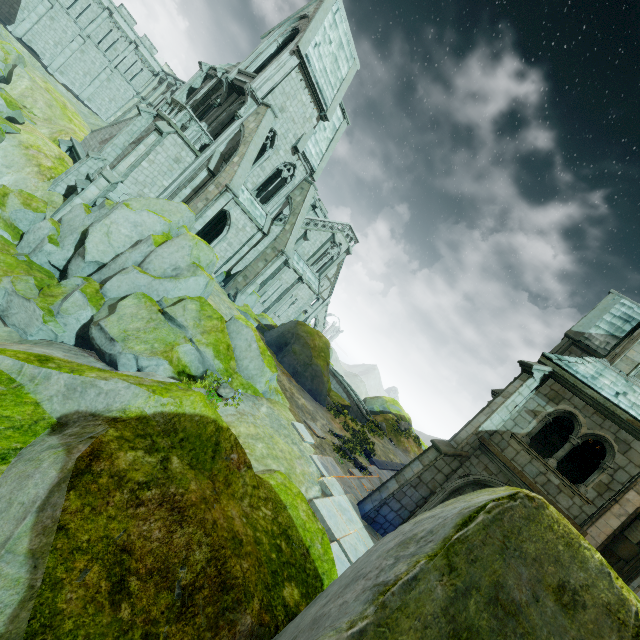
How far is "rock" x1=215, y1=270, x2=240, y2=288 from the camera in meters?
26.8 m

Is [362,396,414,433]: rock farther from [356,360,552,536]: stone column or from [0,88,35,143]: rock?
[0,88,35,143]: rock

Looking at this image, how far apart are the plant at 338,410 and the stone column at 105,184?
20.3m

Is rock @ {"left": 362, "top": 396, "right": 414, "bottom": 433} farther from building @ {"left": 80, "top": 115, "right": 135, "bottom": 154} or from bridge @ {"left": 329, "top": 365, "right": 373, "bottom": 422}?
building @ {"left": 80, "top": 115, "right": 135, "bottom": 154}

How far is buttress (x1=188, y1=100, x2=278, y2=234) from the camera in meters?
19.8 m

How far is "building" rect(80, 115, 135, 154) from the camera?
24.42m

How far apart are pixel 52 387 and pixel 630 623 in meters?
4.9

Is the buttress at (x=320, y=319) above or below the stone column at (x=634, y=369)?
below
